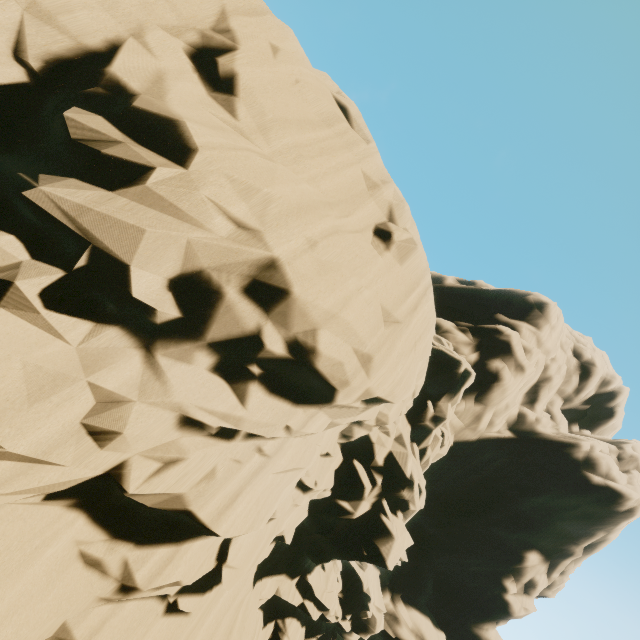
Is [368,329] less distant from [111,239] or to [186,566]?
[111,239]
